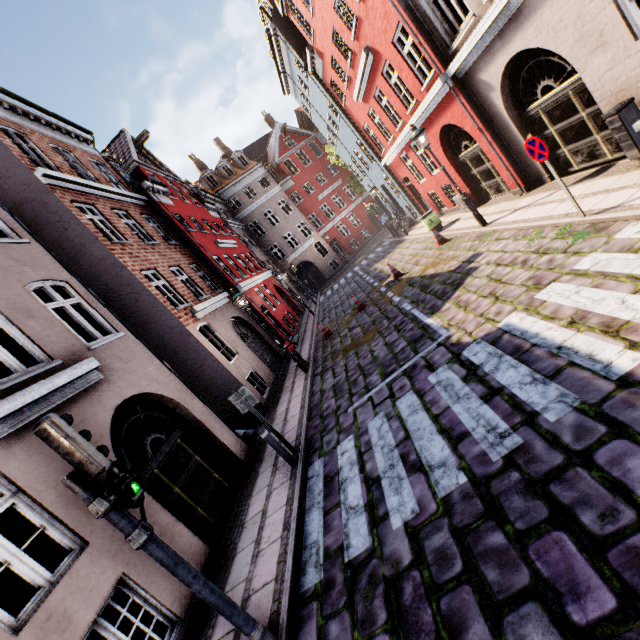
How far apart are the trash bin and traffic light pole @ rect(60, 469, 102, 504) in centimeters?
1476cm

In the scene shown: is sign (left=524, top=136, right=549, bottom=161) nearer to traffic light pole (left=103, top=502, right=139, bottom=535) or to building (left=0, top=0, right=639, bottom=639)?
building (left=0, top=0, right=639, bottom=639)

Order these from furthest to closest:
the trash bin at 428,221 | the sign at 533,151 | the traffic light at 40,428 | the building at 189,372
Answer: the trash bin at 428,221
the sign at 533,151
the building at 189,372
the traffic light at 40,428

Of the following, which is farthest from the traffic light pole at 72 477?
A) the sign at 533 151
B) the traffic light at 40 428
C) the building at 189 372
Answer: the sign at 533 151

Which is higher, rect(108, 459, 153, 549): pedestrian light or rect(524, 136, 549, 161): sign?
rect(108, 459, 153, 549): pedestrian light

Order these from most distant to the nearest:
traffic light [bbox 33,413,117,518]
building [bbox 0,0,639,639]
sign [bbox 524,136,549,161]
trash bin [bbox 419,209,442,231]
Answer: trash bin [bbox 419,209,442,231] < sign [bbox 524,136,549,161] < building [bbox 0,0,639,639] < traffic light [bbox 33,413,117,518]

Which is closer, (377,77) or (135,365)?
(135,365)

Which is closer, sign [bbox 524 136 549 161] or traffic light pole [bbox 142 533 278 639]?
traffic light pole [bbox 142 533 278 639]
